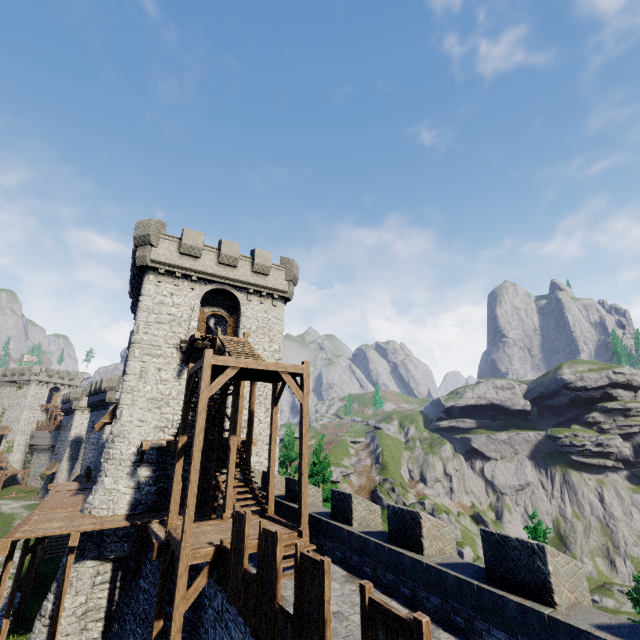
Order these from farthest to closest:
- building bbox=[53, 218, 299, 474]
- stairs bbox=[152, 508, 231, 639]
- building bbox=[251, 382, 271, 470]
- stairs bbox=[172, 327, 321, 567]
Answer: building bbox=[251, 382, 271, 470], building bbox=[53, 218, 299, 474], stairs bbox=[172, 327, 321, 567], stairs bbox=[152, 508, 231, 639]

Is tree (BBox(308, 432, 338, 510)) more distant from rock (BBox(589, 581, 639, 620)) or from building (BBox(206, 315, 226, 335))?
rock (BBox(589, 581, 639, 620))

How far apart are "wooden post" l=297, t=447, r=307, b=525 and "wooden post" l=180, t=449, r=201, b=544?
3.6m

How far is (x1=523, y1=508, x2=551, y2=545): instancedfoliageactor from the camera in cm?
1280

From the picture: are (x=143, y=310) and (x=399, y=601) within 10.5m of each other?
no

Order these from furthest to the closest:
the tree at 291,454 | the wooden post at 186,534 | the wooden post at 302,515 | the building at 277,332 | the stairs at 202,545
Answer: the tree at 291,454
the building at 277,332
the wooden post at 302,515
the wooden post at 186,534
the stairs at 202,545

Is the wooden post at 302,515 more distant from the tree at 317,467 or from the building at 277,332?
the tree at 317,467

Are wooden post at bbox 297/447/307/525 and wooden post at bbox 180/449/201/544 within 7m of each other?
yes
